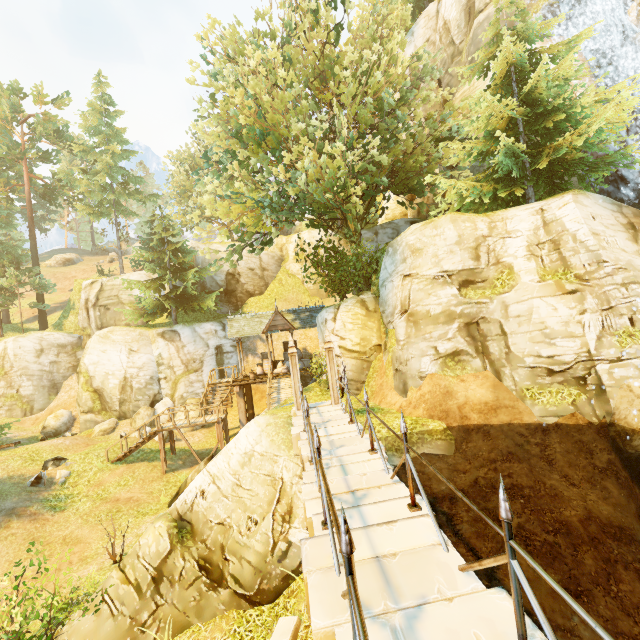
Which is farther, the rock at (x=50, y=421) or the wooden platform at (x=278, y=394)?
the rock at (x=50, y=421)

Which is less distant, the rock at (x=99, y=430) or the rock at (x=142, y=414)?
the rock at (x=99, y=430)

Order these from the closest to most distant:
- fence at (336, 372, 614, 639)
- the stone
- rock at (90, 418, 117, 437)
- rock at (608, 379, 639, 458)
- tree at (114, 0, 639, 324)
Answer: fence at (336, 372, 614, 639) → the stone → rock at (608, 379, 639, 458) → tree at (114, 0, 639, 324) → rock at (90, 418, 117, 437)

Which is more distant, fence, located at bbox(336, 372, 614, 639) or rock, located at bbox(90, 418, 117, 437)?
rock, located at bbox(90, 418, 117, 437)

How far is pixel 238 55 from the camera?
16.78m

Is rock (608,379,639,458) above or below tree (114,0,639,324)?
below

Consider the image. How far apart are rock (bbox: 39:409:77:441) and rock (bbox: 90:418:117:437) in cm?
270

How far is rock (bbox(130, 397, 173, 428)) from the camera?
22.8 meters
